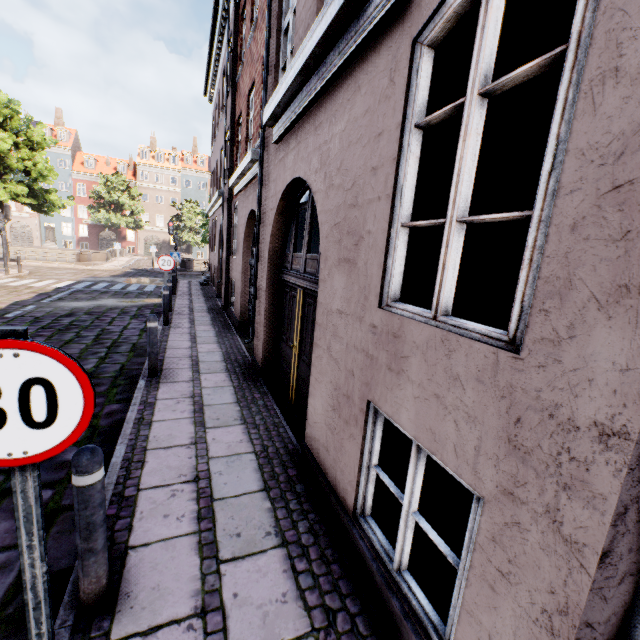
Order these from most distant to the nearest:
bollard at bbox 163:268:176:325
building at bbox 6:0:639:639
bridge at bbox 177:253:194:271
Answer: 1. bridge at bbox 177:253:194:271
2. bollard at bbox 163:268:176:325
3. building at bbox 6:0:639:639

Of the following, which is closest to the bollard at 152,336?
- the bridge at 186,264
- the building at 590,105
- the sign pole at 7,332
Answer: the building at 590,105

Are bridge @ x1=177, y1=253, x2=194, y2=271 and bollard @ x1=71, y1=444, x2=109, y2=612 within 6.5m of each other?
no

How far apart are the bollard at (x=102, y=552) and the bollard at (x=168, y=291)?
9.84m

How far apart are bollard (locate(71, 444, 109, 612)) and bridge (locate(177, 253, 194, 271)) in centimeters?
3238cm

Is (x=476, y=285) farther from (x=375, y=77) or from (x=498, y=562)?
(x=498, y=562)

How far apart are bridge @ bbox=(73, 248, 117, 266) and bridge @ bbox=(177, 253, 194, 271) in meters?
5.8 m

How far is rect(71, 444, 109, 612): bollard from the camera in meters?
1.9 m
